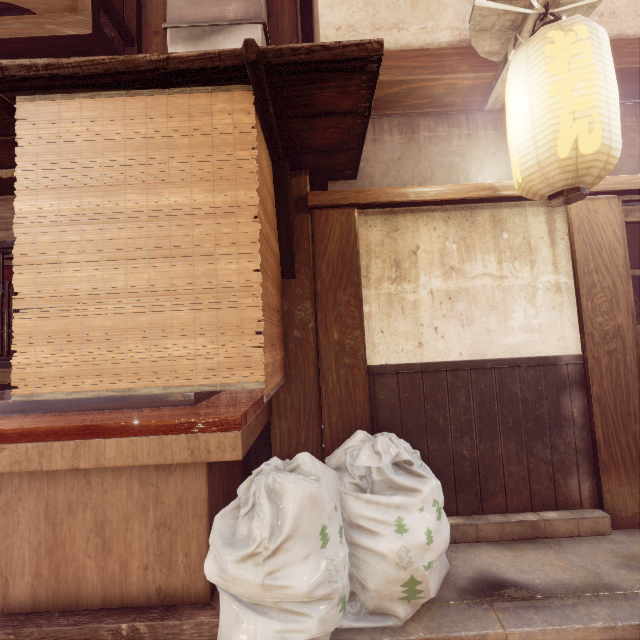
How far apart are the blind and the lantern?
3.1m

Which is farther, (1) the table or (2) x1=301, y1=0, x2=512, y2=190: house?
(2) x1=301, y1=0, x2=512, y2=190: house

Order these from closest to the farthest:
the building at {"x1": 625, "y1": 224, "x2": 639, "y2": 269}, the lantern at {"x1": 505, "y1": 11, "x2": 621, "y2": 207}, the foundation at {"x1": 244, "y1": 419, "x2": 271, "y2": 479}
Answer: the lantern at {"x1": 505, "y1": 11, "x2": 621, "y2": 207} → the foundation at {"x1": 244, "y1": 419, "x2": 271, "y2": 479} → the building at {"x1": 625, "y1": 224, "x2": 639, "y2": 269}

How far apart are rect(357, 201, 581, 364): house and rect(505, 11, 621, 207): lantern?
0.8m

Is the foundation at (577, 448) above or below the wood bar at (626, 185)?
below

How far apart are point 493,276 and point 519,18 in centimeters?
359cm

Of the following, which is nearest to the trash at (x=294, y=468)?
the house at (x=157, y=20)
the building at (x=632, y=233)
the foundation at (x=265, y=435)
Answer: the foundation at (x=265, y=435)

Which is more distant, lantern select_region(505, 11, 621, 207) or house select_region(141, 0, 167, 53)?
house select_region(141, 0, 167, 53)
